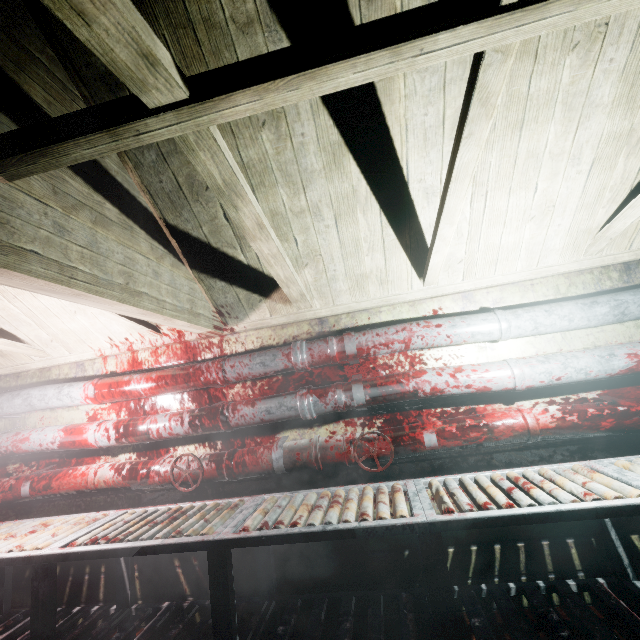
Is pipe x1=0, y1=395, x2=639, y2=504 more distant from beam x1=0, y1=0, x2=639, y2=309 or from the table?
beam x1=0, y1=0, x2=639, y2=309

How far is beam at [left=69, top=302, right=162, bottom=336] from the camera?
2.03m

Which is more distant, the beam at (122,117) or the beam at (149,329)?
the beam at (149,329)

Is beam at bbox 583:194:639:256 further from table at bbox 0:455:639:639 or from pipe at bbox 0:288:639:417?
table at bbox 0:455:639:639

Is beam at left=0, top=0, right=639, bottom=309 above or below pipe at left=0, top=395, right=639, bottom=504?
above

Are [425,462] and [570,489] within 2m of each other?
yes

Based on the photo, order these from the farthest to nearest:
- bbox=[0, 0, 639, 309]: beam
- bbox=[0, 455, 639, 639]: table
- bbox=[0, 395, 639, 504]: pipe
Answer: bbox=[0, 395, 639, 504]: pipe
bbox=[0, 455, 639, 639]: table
bbox=[0, 0, 639, 309]: beam

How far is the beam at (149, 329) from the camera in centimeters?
203cm
